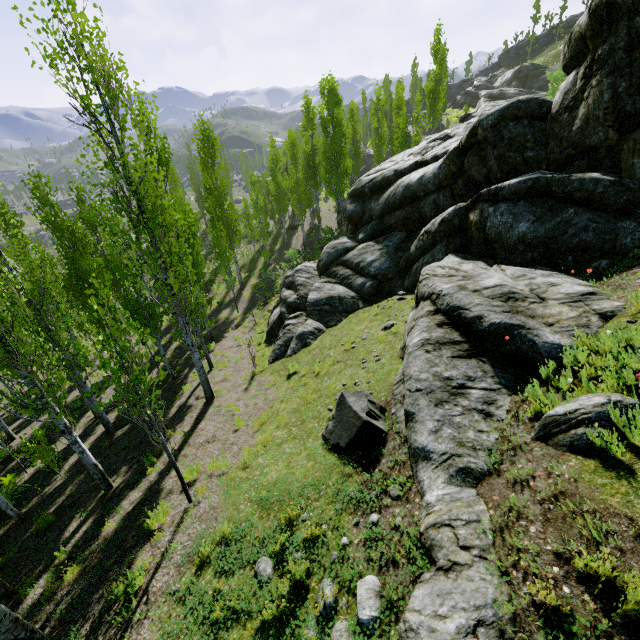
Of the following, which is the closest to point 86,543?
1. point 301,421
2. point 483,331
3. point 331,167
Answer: point 301,421

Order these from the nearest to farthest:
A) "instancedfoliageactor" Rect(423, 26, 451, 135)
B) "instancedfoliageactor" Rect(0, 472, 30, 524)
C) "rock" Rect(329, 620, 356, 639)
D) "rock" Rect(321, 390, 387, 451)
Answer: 1. "rock" Rect(329, 620, 356, 639)
2. "rock" Rect(321, 390, 387, 451)
3. "instancedfoliageactor" Rect(0, 472, 30, 524)
4. "instancedfoliageactor" Rect(423, 26, 451, 135)

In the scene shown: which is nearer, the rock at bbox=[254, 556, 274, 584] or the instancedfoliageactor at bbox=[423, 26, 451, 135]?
the rock at bbox=[254, 556, 274, 584]

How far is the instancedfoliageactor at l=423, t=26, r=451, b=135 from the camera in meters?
28.8 m

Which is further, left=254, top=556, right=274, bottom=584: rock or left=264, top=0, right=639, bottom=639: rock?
left=254, top=556, right=274, bottom=584: rock

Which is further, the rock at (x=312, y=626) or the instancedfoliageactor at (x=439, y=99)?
the instancedfoliageactor at (x=439, y=99)

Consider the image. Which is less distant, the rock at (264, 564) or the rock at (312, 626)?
the rock at (312, 626)

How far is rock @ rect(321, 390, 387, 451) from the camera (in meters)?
6.11
